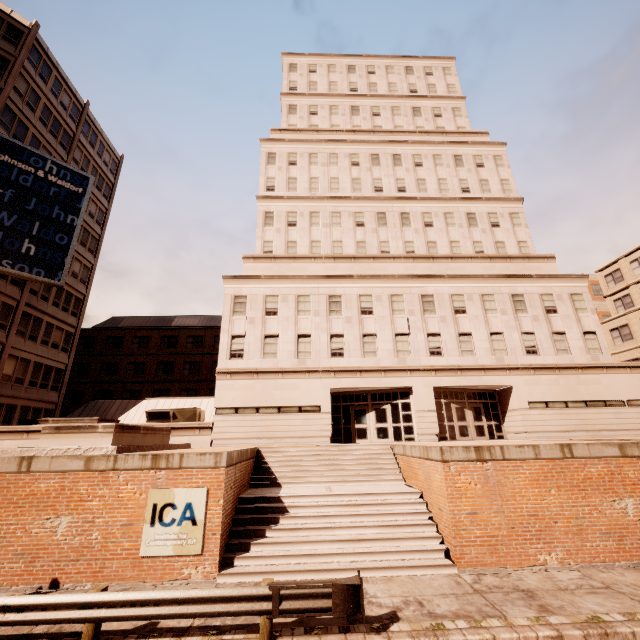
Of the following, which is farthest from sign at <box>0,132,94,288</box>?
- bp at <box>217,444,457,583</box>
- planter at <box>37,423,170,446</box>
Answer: bp at <box>217,444,457,583</box>

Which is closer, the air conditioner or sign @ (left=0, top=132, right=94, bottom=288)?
the air conditioner

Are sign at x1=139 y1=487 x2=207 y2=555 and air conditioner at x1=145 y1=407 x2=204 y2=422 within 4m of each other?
no

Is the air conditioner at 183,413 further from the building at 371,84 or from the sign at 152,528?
the sign at 152,528

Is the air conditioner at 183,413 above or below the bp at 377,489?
above

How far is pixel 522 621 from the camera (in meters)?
6.95

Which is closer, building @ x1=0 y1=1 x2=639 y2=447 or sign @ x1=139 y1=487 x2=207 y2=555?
sign @ x1=139 y1=487 x2=207 y2=555

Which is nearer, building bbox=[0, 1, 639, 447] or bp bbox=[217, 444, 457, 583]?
Result: bp bbox=[217, 444, 457, 583]
